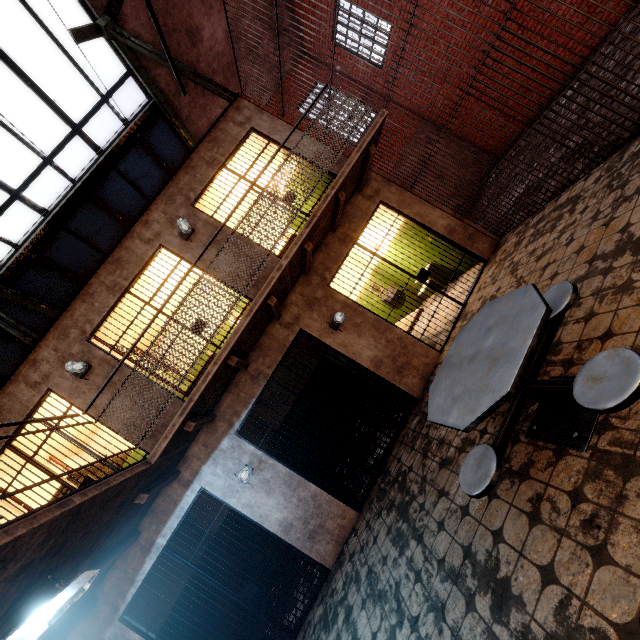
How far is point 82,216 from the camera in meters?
8.2

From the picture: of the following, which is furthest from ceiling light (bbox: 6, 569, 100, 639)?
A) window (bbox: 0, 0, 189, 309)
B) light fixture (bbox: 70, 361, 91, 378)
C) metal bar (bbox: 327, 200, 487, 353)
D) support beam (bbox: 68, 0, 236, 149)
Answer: window (bbox: 0, 0, 189, 309)

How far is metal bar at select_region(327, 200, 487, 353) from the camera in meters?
5.8

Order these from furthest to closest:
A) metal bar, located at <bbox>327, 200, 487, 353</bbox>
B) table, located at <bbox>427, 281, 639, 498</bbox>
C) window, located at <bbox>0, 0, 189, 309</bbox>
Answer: window, located at <bbox>0, 0, 189, 309</bbox> < metal bar, located at <bbox>327, 200, 487, 353</bbox> < table, located at <bbox>427, 281, 639, 498</bbox>

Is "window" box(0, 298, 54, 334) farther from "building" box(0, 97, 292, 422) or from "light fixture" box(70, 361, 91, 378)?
"light fixture" box(70, 361, 91, 378)

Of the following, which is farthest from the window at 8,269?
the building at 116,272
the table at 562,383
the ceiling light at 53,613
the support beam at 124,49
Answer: the table at 562,383

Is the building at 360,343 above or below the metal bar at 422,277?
below

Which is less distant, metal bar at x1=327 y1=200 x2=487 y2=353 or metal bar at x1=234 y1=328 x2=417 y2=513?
metal bar at x1=234 y1=328 x2=417 y2=513
